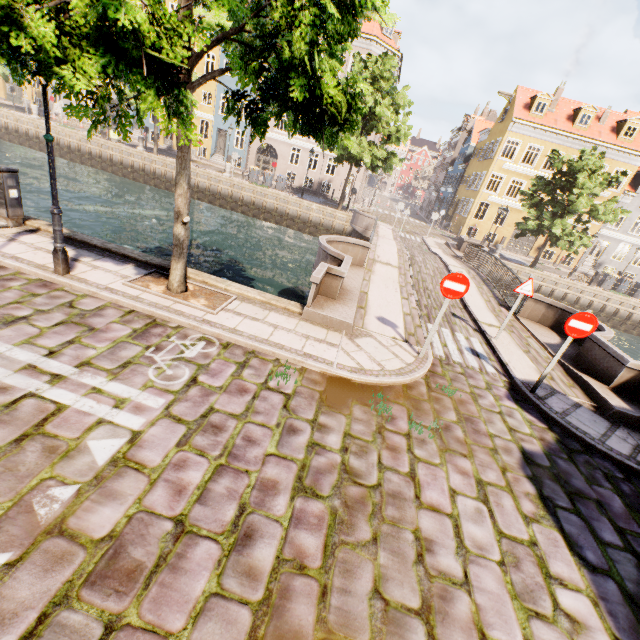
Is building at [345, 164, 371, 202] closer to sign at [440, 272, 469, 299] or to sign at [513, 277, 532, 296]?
sign at [513, 277, 532, 296]

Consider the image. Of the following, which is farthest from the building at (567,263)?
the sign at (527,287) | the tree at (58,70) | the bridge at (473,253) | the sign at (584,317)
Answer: the sign at (584,317)

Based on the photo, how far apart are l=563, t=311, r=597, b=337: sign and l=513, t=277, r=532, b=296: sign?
2.5 meters

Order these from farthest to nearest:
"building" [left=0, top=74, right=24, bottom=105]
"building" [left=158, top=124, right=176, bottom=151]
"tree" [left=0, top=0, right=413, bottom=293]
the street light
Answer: "building" [left=0, top=74, right=24, bottom=105] → "building" [left=158, top=124, right=176, bottom=151] → the street light → "tree" [left=0, top=0, right=413, bottom=293]

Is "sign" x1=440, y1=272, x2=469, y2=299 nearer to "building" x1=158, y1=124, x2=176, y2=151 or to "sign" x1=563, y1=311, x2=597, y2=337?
"sign" x1=563, y1=311, x2=597, y2=337

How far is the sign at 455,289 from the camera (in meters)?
6.14

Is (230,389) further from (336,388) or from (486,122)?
(486,122)

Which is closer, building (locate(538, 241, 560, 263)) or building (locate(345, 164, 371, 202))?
building (locate(538, 241, 560, 263))
